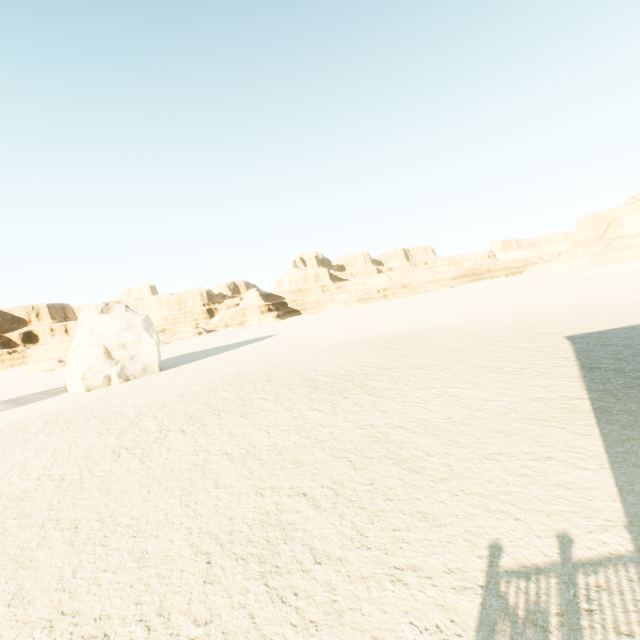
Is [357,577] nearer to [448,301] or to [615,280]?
[615,280]

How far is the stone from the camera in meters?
26.2 m

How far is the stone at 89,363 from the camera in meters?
26.2 m
